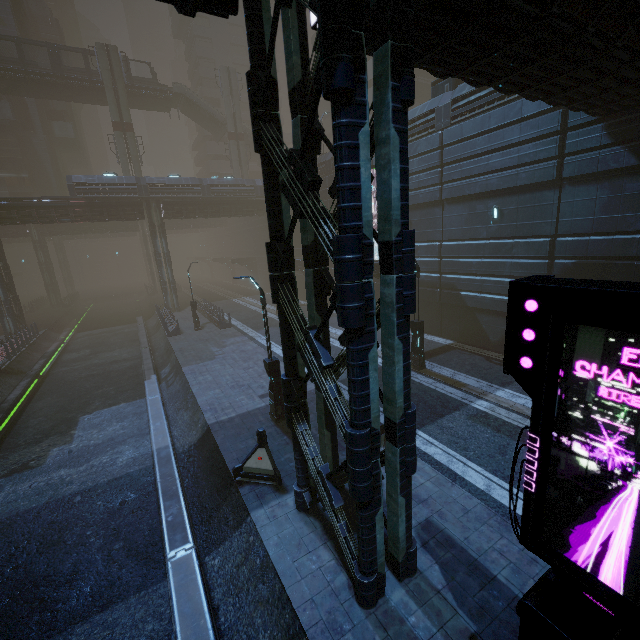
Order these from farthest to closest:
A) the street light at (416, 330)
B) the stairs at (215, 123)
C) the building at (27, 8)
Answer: the stairs at (215, 123), the building at (27, 8), the street light at (416, 330)

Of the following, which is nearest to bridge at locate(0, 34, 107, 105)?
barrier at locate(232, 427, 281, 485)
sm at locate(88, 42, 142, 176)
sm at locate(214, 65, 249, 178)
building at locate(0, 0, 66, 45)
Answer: sm at locate(88, 42, 142, 176)

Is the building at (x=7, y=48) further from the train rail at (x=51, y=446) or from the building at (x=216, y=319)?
the train rail at (x=51, y=446)

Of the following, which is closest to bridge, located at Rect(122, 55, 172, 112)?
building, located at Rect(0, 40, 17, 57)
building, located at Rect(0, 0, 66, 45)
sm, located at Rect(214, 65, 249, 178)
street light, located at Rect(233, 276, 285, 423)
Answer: building, located at Rect(0, 0, 66, 45)

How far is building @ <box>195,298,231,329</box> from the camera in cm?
2695

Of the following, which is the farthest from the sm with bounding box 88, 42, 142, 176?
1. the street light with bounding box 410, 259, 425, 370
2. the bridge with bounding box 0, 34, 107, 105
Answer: the street light with bounding box 410, 259, 425, 370

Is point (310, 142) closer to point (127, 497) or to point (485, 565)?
point (485, 565)

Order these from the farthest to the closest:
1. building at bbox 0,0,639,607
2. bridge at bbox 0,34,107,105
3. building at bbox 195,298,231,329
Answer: bridge at bbox 0,34,107,105 → building at bbox 195,298,231,329 → building at bbox 0,0,639,607
